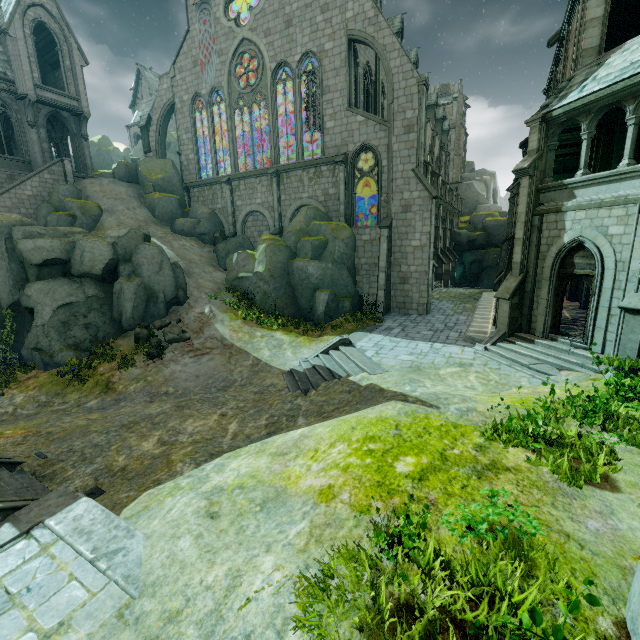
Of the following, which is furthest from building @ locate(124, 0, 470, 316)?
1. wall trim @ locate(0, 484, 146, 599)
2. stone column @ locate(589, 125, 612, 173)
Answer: stone column @ locate(589, 125, 612, 173)

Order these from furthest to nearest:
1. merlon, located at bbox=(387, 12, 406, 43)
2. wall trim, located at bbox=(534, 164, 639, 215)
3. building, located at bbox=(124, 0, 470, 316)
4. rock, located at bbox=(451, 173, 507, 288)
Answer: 1. rock, located at bbox=(451, 173, 507, 288)
2. merlon, located at bbox=(387, 12, 406, 43)
3. building, located at bbox=(124, 0, 470, 316)
4. wall trim, located at bbox=(534, 164, 639, 215)

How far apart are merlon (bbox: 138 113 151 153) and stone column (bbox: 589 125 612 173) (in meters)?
34.38

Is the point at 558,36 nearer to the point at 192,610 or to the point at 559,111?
the point at 559,111

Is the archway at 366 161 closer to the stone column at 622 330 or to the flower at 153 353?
the stone column at 622 330

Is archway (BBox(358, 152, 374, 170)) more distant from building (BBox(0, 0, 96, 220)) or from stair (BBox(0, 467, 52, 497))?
stair (BBox(0, 467, 52, 497))

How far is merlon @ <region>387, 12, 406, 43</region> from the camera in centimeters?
2903cm

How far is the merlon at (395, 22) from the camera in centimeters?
2903cm
